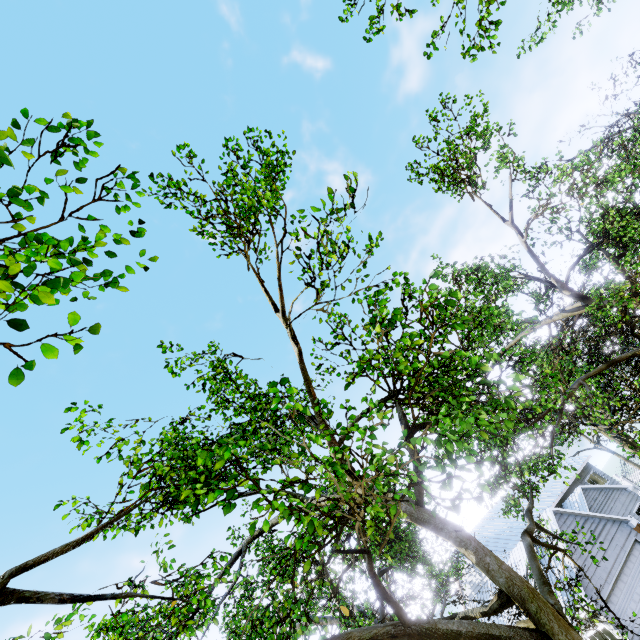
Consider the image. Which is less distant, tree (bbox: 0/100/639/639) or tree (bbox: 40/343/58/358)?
tree (bbox: 40/343/58/358)

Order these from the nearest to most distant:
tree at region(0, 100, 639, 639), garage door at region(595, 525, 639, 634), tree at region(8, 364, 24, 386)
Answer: tree at region(8, 364, 24, 386)
tree at region(0, 100, 639, 639)
garage door at region(595, 525, 639, 634)

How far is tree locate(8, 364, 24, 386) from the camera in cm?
202

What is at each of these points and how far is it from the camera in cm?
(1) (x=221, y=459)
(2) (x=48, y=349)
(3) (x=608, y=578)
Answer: (1) tree, 350
(2) tree, 216
(3) garage door, 1669

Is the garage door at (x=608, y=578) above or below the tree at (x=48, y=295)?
below

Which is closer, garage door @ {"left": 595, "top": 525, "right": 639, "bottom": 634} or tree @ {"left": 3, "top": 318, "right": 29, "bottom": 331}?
tree @ {"left": 3, "top": 318, "right": 29, "bottom": 331}

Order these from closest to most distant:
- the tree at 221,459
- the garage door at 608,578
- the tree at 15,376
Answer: the tree at 15,376
the tree at 221,459
the garage door at 608,578
